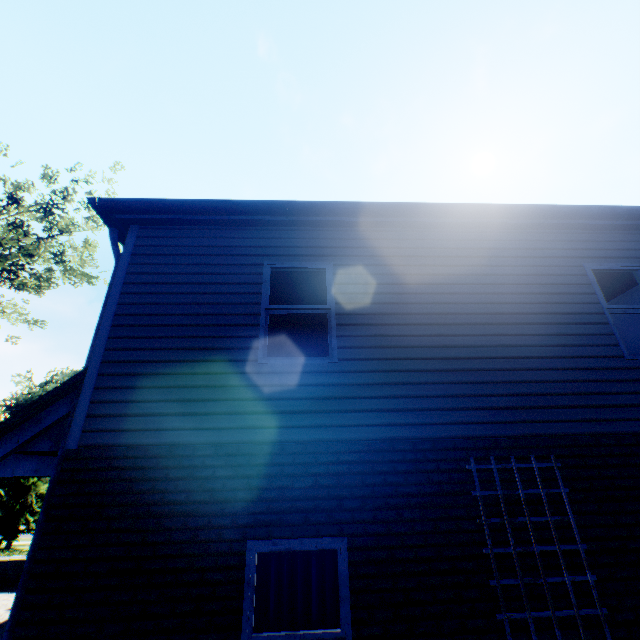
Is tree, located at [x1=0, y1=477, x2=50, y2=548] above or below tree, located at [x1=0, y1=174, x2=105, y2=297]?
below

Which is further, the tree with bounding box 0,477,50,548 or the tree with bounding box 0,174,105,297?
the tree with bounding box 0,477,50,548

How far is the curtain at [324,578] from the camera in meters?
3.4

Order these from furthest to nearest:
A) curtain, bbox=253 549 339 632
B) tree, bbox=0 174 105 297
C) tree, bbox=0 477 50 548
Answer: tree, bbox=0 477 50 548
tree, bbox=0 174 105 297
curtain, bbox=253 549 339 632

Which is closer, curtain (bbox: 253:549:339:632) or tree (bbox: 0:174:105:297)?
curtain (bbox: 253:549:339:632)

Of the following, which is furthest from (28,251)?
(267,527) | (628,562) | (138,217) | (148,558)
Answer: (628,562)

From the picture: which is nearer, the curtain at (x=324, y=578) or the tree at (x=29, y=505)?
the curtain at (x=324, y=578)
